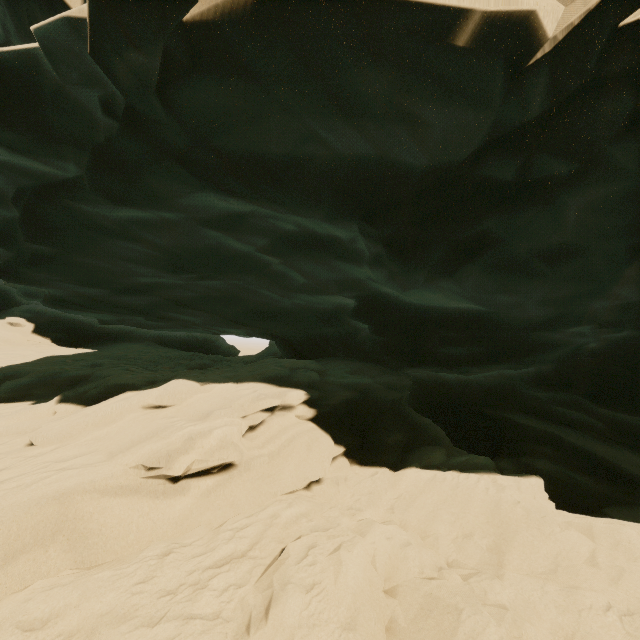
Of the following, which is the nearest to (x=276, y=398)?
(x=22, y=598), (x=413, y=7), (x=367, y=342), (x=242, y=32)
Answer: (x=22, y=598)
